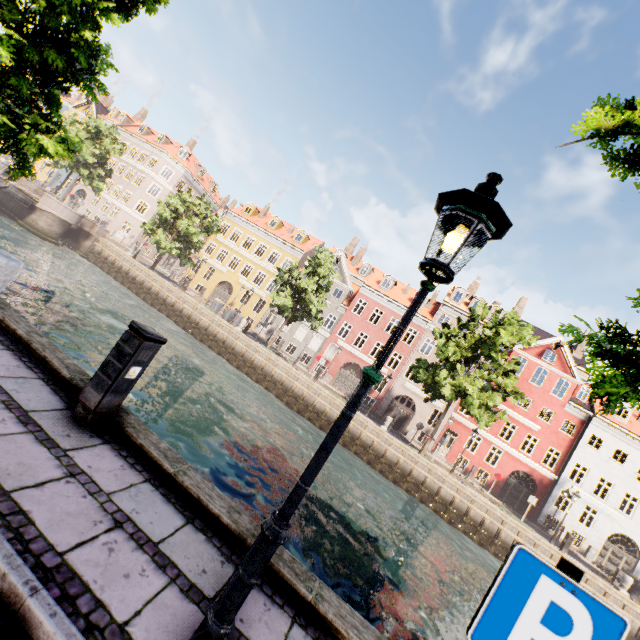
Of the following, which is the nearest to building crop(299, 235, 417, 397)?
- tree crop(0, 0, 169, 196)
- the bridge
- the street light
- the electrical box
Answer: tree crop(0, 0, 169, 196)

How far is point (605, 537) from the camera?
26.4 meters

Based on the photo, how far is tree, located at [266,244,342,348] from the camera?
24.84m

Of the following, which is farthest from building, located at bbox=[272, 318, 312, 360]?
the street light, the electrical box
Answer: the street light

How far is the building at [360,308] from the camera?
33.12m

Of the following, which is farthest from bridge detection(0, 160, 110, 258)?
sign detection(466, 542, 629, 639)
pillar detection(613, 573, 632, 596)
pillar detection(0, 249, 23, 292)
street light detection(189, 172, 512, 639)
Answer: pillar detection(613, 573, 632, 596)

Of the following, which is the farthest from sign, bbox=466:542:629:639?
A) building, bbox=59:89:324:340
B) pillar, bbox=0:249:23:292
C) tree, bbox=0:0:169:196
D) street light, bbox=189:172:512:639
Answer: building, bbox=59:89:324:340
